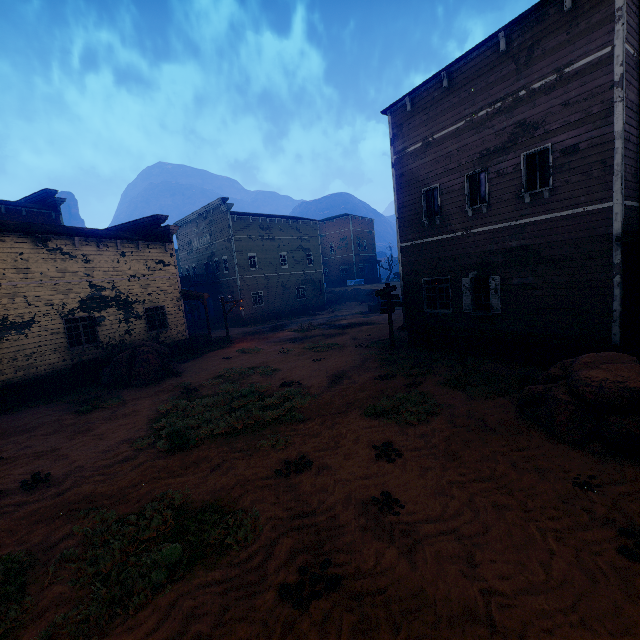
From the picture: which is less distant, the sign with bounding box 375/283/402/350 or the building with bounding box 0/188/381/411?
the building with bounding box 0/188/381/411

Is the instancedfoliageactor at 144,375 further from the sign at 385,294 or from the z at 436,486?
the sign at 385,294

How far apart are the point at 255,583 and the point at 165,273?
18.7m

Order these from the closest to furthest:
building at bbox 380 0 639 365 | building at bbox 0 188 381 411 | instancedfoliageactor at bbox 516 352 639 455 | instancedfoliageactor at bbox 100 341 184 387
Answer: instancedfoliageactor at bbox 516 352 639 455
building at bbox 380 0 639 365
building at bbox 0 188 381 411
instancedfoliageactor at bbox 100 341 184 387

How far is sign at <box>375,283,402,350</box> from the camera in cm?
1473

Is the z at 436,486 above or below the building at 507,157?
below

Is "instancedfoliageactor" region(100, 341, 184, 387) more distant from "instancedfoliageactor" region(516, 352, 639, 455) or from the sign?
"instancedfoliageactor" region(516, 352, 639, 455)

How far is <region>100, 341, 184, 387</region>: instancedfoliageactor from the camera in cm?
1452
